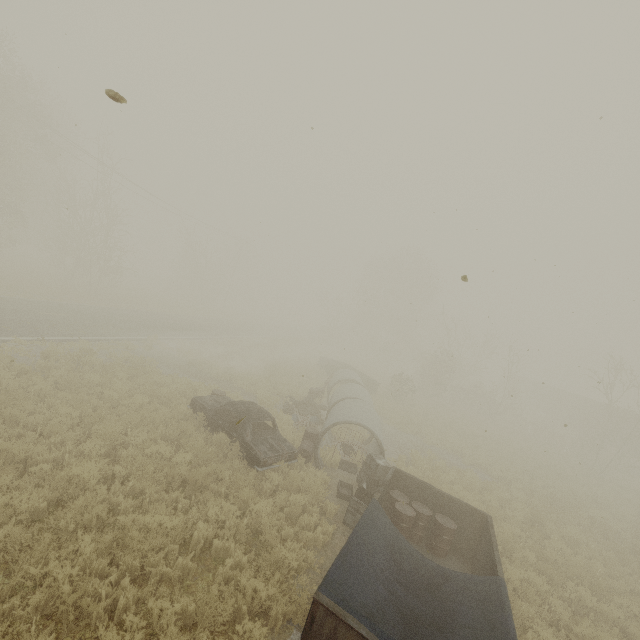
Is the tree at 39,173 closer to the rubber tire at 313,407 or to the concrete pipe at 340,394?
the concrete pipe at 340,394

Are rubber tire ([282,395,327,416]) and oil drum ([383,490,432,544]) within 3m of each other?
no

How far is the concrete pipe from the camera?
11.32m

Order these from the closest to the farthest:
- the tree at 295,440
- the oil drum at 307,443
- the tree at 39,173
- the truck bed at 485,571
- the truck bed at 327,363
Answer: the truck bed at 485,571 < the oil drum at 307,443 < the tree at 295,440 < the tree at 39,173 < the truck bed at 327,363

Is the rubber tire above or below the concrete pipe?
below

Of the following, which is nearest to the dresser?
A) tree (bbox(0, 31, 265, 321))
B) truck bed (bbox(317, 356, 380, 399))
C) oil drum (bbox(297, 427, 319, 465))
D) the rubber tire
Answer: oil drum (bbox(297, 427, 319, 465))

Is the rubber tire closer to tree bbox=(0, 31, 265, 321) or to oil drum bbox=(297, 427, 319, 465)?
oil drum bbox=(297, 427, 319, 465)

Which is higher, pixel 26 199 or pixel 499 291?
pixel 499 291
